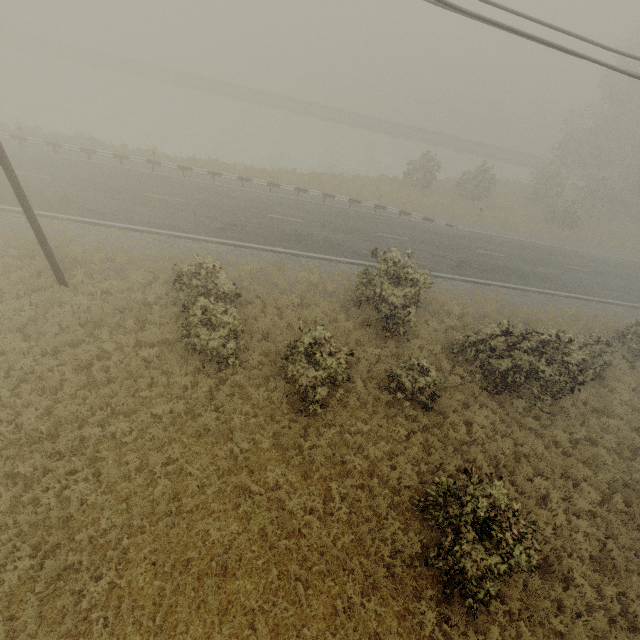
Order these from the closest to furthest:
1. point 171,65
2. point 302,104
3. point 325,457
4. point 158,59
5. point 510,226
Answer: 1. point 325,457
2. point 510,226
3. point 302,104
4. point 171,65
5. point 158,59
